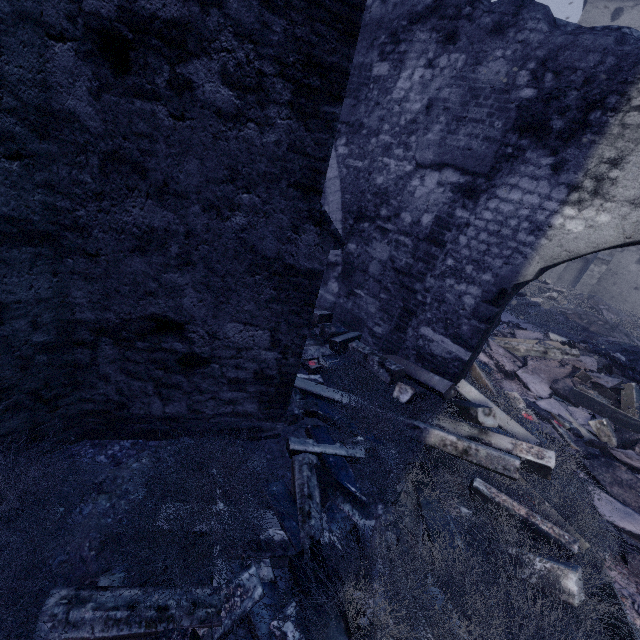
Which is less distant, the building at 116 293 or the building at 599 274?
the building at 116 293

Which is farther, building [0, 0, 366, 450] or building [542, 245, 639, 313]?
building [542, 245, 639, 313]

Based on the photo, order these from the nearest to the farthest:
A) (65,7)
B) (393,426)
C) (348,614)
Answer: (65,7) → (348,614) → (393,426)

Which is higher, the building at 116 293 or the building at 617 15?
the building at 617 15

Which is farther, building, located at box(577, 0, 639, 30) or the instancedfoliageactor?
building, located at box(577, 0, 639, 30)

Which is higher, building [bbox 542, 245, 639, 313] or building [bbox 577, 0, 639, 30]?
building [bbox 577, 0, 639, 30]
